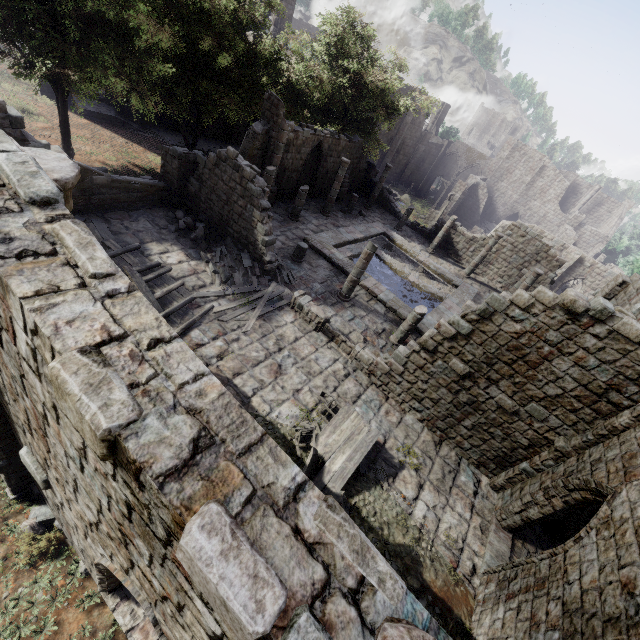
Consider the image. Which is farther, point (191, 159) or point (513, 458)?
point (191, 159)

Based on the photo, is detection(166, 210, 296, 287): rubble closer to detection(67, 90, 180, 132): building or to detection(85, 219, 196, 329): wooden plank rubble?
detection(67, 90, 180, 132): building

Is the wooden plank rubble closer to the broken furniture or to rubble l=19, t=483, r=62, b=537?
rubble l=19, t=483, r=62, b=537

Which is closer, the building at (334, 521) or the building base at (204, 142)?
the building at (334, 521)

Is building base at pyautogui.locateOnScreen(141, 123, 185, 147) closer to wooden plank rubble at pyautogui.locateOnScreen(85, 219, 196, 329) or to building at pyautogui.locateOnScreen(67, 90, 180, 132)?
building at pyautogui.locateOnScreen(67, 90, 180, 132)

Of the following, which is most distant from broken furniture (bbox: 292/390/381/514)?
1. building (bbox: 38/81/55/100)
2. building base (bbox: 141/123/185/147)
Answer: building base (bbox: 141/123/185/147)

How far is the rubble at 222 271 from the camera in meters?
13.9 m

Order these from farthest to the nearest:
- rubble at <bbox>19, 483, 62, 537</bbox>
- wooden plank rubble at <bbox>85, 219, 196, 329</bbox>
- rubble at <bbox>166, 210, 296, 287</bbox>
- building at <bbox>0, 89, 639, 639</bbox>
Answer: rubble at <bbox>166, 210, 296, 287</bbox> → wooden plank rubble at <bbox>85, 219, 196, 329</bbox> → rubble at <bbox>19, 483, 62, 537</bbox> → building at <bbox>0, 89, 639, 639</bbox>
